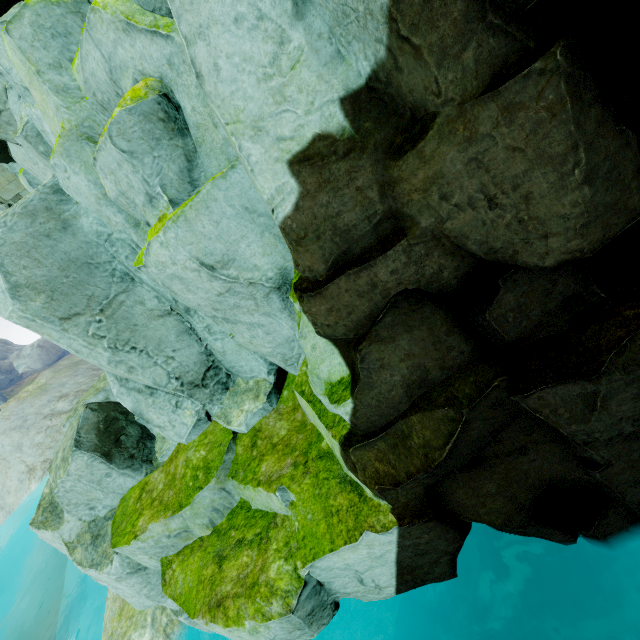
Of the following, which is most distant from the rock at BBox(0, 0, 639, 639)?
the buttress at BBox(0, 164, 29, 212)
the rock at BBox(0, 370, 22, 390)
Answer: the rock at BBox(0, 370, 22, 390)

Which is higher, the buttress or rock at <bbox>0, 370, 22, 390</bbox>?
the buttress

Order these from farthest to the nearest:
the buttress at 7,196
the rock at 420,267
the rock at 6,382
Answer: the rock at 6,382, the buttress at 7,196, the rock at 420,267

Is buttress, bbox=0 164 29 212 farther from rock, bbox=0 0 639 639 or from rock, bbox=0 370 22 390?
rock, bbox=0 370 22 390

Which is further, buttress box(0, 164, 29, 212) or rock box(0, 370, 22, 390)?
rock box(0, 370, 22, 390)

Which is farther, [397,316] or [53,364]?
[53,364]

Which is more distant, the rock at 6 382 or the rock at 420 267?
the rock at 6 382
